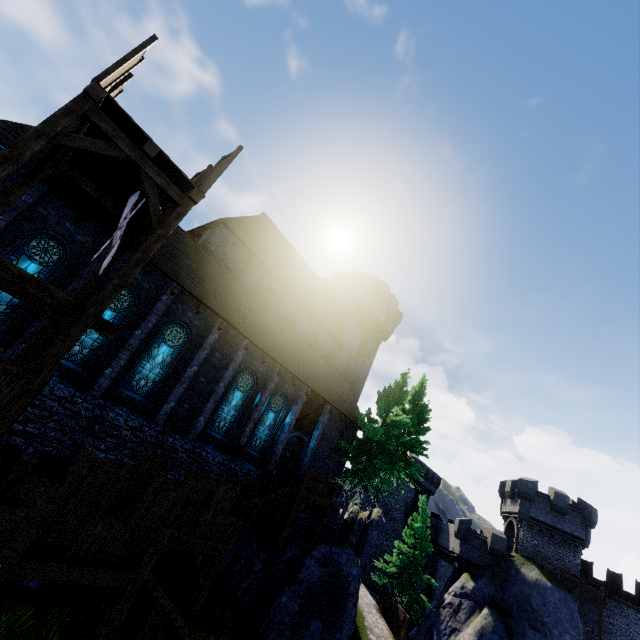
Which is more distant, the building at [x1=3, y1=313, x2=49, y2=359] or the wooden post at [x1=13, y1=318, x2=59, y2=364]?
the building at [x1=3, y1=313, x2=49, y2=359]

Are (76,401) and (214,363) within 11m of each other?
yes

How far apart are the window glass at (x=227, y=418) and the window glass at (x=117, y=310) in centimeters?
652cm

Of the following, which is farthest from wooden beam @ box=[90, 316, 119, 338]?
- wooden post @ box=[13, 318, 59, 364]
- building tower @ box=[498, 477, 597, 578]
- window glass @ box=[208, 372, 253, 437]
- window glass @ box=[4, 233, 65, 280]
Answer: building tower @ box=[498, 477, 597, 578]

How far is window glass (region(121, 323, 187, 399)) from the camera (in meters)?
14.61

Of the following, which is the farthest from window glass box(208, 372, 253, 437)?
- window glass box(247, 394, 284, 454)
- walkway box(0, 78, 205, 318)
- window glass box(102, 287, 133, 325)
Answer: walkway box(0, 78, 205, 318)

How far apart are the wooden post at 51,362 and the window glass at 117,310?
6.8m

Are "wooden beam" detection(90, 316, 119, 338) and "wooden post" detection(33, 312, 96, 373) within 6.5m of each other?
yes
